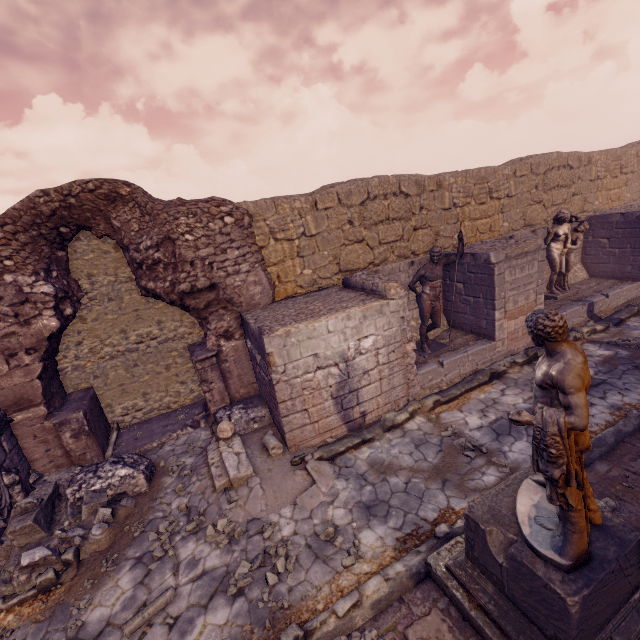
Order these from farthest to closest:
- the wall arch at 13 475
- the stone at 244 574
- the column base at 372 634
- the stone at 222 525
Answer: the wall arch at 13 475 < the stone at 222 525 < the stone at 244 574 < the column base at 372 634

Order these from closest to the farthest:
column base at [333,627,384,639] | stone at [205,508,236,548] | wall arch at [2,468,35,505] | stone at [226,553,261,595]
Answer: column base at [333,627,384,639] → stone at [226,553,261,595] → stone at [205,508,236,548] → wall arch at [2,468,35,505]

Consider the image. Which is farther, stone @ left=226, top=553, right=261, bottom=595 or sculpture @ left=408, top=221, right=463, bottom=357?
sculpture @ left=408, top=221, right=463, bottom=357

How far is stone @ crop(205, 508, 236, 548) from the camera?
4.89m

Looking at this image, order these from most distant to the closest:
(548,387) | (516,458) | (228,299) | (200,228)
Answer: (228,299) → (200,228) → (516,458) → (548,387)

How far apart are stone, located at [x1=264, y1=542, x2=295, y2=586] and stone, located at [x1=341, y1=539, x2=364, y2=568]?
0.7 meters

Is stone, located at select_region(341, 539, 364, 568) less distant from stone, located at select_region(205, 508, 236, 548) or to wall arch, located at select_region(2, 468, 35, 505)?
stone, located at select_region(205, 508, 236, 548)

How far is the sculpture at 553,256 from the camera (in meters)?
10.04
